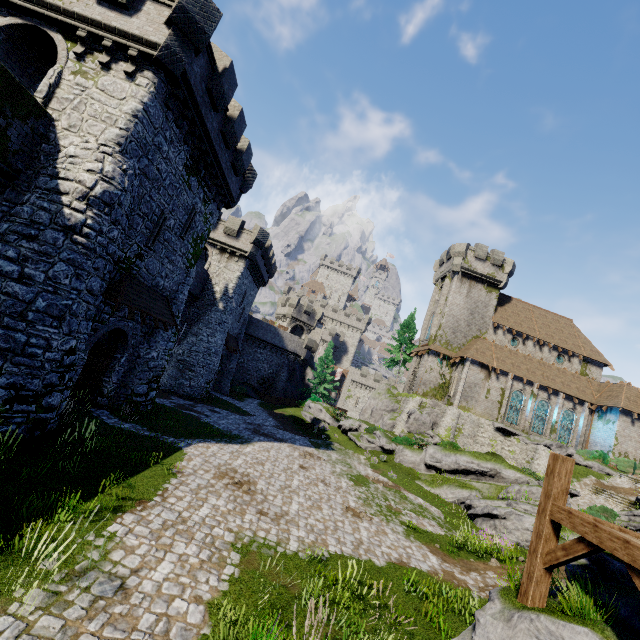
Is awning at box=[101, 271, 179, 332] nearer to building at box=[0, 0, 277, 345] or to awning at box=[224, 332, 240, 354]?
building at box=[0, 0, 277, 345]

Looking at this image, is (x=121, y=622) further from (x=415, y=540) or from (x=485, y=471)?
(x=485, y=471)

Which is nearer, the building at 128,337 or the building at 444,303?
the building at 128,337

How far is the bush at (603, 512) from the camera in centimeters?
1925cm

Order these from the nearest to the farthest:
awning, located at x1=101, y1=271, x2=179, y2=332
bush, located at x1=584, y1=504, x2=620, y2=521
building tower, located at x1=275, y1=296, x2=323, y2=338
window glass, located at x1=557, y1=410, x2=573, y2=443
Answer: awning, located at x1=101, y1=271, x2=179, y2=332 → bush, located at x1=584, y1=504, x2=620, y2=521 → window glass, located at x1=557, y1=410, x2=573, y2=443 → building tower, located at x1=275, y1=296, x2=323, y2=338

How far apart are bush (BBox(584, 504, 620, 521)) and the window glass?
12.5m

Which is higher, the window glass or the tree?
the tree

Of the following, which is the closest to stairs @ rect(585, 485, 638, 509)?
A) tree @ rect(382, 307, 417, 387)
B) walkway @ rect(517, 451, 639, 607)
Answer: tree @ rect(382, 307, 417, 387)
